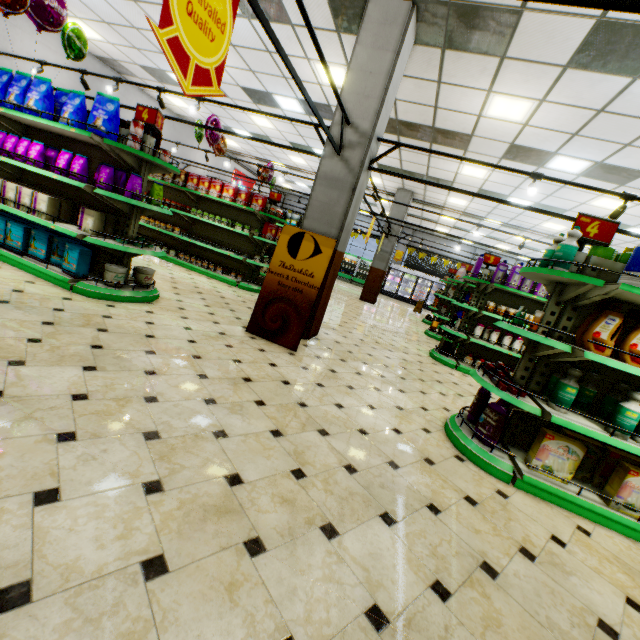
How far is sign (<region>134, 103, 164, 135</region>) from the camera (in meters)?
4.08

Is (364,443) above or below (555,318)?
below

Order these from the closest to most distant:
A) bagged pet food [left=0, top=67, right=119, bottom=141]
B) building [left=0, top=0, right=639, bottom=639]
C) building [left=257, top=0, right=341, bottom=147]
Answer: building [left=0, top=0, right=639, bottom=639] < bagged pet food [left=0, top=67, right=119, bottom=141] < building [left=257, top=0, right=341, bottom=147]

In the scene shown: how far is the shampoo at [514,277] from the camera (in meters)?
6.27

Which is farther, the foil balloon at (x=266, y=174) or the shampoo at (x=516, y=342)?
the foil balloon at (x=266, y=174)

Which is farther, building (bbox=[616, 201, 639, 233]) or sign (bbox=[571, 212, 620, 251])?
building (bbox=[616, 201, 639, 233])

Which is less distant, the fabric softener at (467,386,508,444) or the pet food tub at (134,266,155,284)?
the fabric softener at (467,386,508,444)

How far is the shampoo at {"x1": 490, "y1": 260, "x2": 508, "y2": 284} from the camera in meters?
6.6 m
